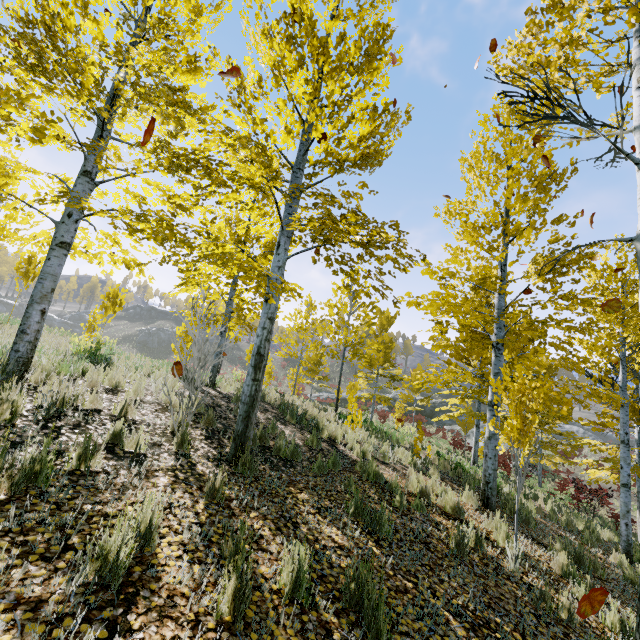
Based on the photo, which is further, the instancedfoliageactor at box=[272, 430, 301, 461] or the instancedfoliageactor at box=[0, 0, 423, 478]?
the instancedfoliageactor at box=[272, 430, 301, 461]

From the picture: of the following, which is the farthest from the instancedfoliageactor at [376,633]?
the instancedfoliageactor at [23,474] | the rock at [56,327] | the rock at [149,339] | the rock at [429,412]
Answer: the rock at [149,339]

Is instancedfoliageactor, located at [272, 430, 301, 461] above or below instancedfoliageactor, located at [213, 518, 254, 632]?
above

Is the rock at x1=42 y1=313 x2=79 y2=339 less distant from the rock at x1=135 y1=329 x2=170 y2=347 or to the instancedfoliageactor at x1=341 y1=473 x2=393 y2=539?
the instancedfoliageactor at x1=341 y1=473 x2=393 y2=539

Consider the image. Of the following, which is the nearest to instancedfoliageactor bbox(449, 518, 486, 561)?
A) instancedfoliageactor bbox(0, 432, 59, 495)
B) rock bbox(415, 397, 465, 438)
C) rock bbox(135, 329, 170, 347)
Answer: instancedfoliageactor bbox(0, 432, 59, 495)

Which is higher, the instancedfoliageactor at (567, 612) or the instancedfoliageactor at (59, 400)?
the instancedfoliageactor at (59, 400)

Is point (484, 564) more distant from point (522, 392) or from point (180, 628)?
point (180, 628)
